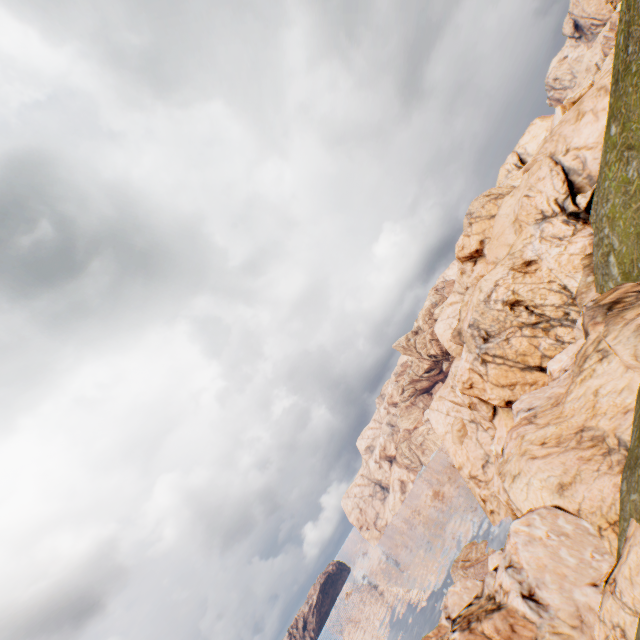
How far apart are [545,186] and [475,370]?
27.4 meters
